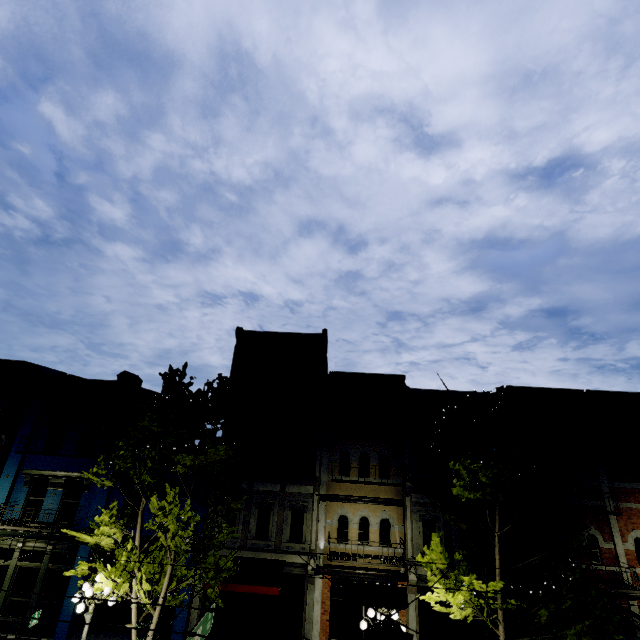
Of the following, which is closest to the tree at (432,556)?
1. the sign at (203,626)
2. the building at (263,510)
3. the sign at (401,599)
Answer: the building at (263,510)

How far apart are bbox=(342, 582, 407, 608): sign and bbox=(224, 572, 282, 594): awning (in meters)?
5.64

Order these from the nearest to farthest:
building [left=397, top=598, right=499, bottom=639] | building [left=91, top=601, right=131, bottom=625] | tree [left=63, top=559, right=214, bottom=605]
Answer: tree [left=63, top=559, right=214, bottom=605], building [left=397, top=598, right=499, bottom=639], building [left=91, top=601, right=131, bottom=625]

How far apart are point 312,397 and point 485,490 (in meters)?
8.95

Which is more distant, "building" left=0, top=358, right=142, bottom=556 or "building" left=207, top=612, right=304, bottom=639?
"building" left=0, top=358, right=142, bottom=556

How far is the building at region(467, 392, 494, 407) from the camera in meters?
16.1

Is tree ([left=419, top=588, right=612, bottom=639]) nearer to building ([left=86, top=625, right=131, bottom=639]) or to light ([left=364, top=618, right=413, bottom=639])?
building ([left=86, top=625, right=131, bottom=639])

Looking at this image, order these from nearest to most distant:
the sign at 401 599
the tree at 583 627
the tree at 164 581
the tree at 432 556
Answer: the sign at 401 599
the tree at 583 627
the tree at 164 581
the tree at 432 556
